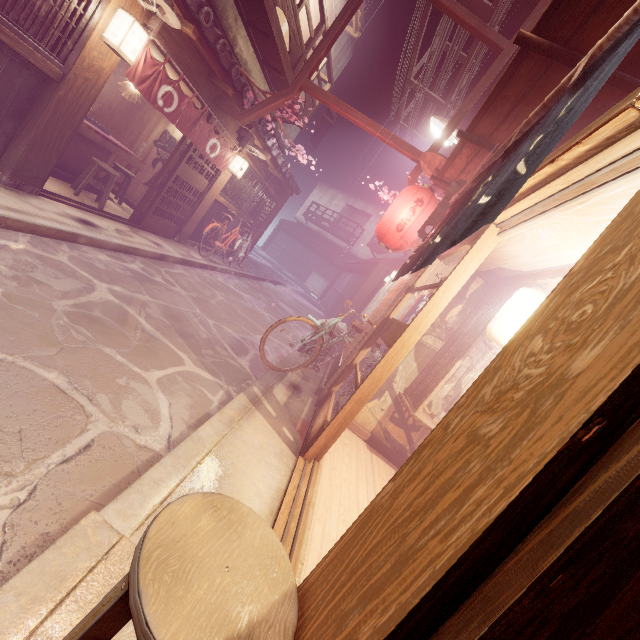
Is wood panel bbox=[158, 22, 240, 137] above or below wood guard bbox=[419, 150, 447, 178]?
below

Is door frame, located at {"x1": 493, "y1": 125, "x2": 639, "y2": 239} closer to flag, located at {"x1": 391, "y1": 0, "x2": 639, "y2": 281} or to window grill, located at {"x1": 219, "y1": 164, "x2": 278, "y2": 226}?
flag, located at {"x1": 391, "y1": 0, "x2": 639, "y2": 281}

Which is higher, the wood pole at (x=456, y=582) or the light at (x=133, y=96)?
the light at (x=133, y=96)

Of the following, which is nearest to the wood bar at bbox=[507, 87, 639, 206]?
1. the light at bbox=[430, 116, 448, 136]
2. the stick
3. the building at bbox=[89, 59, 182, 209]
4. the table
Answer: the light at bbox=[430, 116, 448, 136]

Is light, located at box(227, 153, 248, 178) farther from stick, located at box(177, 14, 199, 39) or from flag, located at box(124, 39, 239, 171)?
stick, located at box(177, 14, 199, 39)

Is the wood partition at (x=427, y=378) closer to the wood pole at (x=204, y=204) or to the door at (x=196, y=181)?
the door at (x=196, y=181)

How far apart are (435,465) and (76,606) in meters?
2.7 m

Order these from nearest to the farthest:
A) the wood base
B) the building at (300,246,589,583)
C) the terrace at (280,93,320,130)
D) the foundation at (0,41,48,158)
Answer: the building at (300,246,589,583)
the foundation at (0,41,48,158)
the wood base
the terrace at (280,93,320,130)
